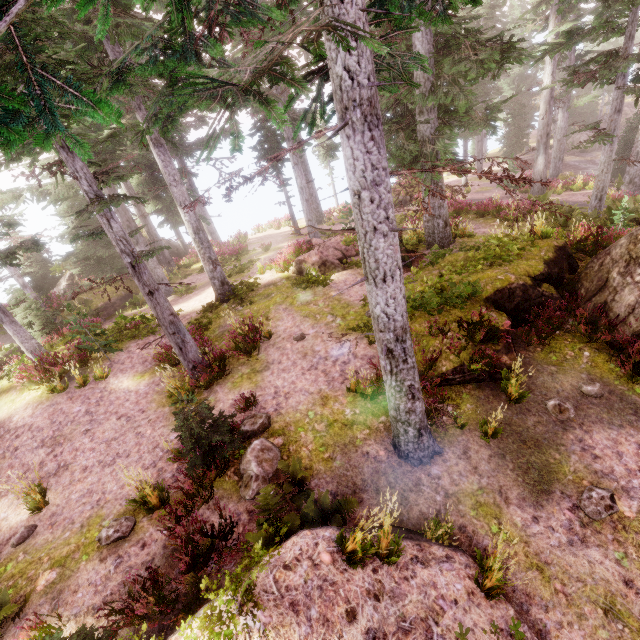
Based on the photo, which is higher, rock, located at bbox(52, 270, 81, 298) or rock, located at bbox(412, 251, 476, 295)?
rock, located at bbox(52, 270, 81, 298)

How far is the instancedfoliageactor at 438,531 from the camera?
5.4m

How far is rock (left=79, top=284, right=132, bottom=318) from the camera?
20.2 meters

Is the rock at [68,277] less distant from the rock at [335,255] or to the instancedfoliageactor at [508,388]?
the instancedfoliageactor at [508,388]

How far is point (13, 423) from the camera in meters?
11.2 m

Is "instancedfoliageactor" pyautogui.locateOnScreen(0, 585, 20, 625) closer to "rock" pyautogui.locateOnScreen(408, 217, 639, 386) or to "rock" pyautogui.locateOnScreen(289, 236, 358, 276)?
"rock" pyautogui.locateOnScreen(408, 217, 639, 386)

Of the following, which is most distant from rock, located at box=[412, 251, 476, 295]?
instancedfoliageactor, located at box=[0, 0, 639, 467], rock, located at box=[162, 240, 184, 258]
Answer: rock, located at box=[162, 240, 184, 258]
